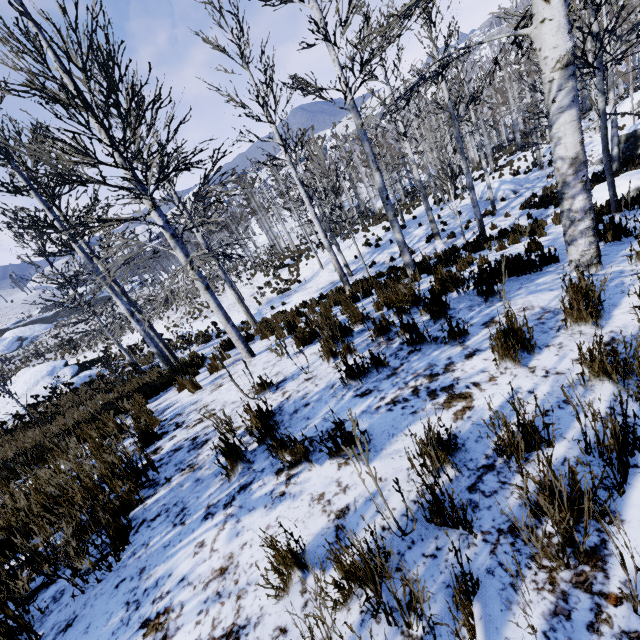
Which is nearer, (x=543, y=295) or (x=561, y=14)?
(x=561, y=14)

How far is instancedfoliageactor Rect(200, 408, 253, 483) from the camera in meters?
2.7 m

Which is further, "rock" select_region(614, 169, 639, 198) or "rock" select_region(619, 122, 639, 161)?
"rock" select_region(619, 122, 639, 161)

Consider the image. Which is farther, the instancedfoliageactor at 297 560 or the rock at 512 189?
the rock at 512 189

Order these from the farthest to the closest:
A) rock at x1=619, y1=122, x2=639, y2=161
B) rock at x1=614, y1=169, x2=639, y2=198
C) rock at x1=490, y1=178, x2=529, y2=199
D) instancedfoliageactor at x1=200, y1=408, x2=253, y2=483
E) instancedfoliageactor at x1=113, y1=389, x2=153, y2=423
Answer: rock at x1=490, y1=178, x2=529, y2=199, rock at x1=619, y1=122, x2=639, y2=161, rock at x1=614, y1=169, x2=639, y2=198, instancedfoliageactor at x1=113, y1=389, x2=153, y2=423, instancedfoliageactor at x1=200, y1=408, x2=253, y2=483

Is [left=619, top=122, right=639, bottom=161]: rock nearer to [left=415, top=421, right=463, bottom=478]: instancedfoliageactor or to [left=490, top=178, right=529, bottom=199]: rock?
[left=415, top=421, right=463, bottom=478]: instancedfoliageactor

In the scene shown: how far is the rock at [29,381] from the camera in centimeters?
1955cm

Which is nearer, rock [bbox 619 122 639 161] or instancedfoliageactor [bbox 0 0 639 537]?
instancedfoliageactor [bbox 0 0 639 537]
